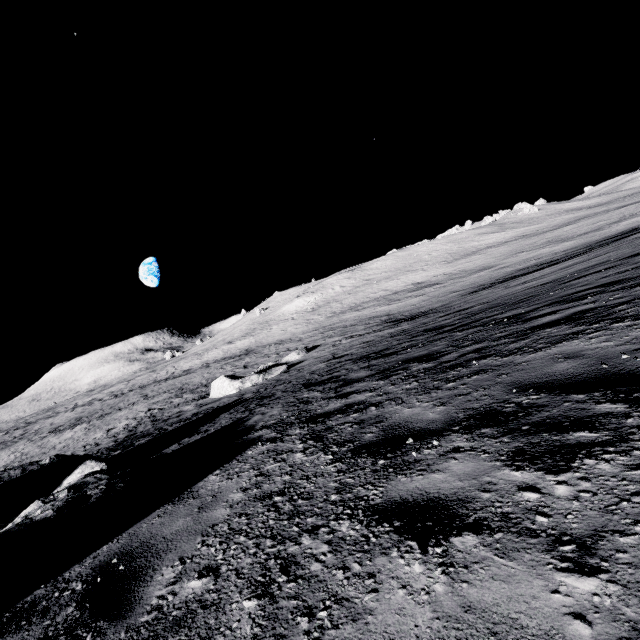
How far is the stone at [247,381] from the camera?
18.6 meters

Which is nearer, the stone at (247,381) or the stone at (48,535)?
the stone at (48,535)

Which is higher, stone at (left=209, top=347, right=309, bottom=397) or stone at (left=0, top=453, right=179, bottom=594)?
stone at (left=0, top=453, right=179, bottom=594)

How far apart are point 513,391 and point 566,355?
0.99m

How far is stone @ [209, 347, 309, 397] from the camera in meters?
18.6 m

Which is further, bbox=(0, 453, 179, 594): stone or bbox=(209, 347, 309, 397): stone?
bbox=(209, 347, 309, 397): stone
